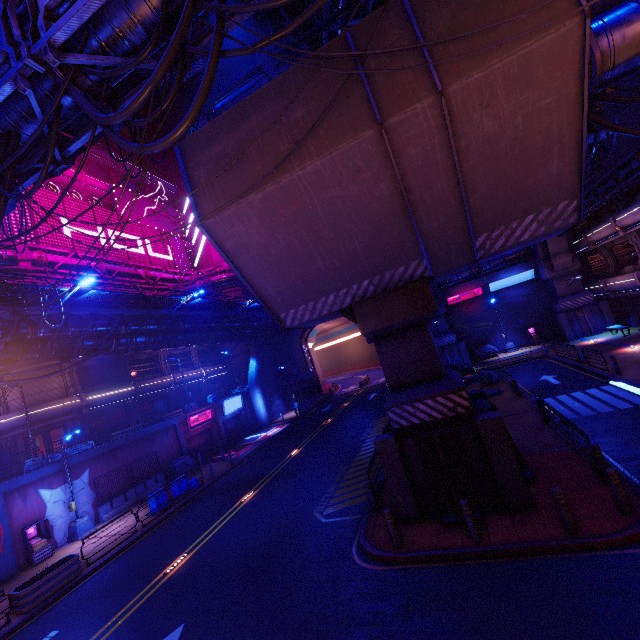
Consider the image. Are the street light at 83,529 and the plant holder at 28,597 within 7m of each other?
yes

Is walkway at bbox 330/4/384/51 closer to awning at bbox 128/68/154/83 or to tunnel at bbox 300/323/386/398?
tunnel at bbox 300/323/386/398

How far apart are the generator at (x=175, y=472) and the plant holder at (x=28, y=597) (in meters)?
10.61

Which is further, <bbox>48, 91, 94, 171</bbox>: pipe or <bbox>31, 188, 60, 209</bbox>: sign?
<bbox>31, 188, 60, 209</bbox>: sign

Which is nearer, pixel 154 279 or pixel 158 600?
pixel 158 600

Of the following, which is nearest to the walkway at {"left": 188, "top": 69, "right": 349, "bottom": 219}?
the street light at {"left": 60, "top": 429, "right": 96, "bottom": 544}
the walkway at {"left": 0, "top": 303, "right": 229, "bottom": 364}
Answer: the walkway at {"left": 0, "top": 303, "right": 229, "bottom": 364}

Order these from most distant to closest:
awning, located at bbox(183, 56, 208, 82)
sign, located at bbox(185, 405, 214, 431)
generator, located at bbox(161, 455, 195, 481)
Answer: sign, located at bbox(185, 405, 214, 431) < generator, located at bbox(161, 455, 195, 481) < awning, located at bbox(183, 56, 208, 82)

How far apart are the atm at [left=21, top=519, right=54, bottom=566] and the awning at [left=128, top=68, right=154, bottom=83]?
22.7m
